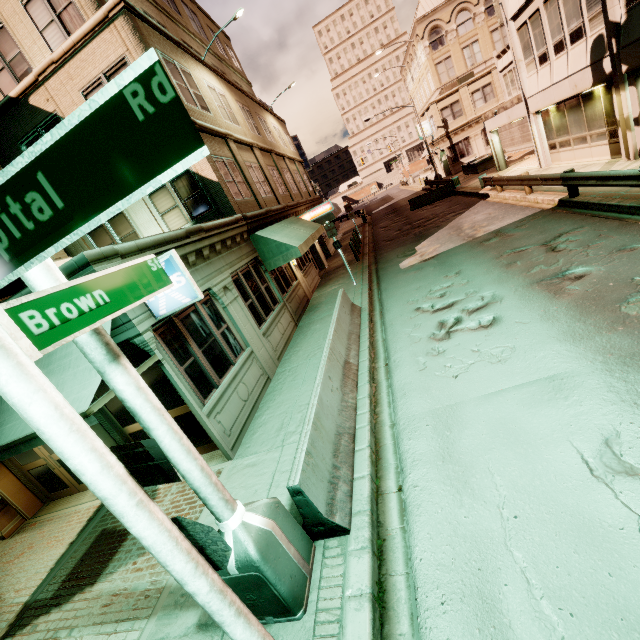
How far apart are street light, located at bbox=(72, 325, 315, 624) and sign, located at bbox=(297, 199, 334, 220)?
17.7 meters

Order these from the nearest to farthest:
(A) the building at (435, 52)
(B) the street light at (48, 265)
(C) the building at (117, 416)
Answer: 1. (B) the street light at (48, 265)
2. (C) the building at (117, 416)
3. (A) the building at (435, 52)

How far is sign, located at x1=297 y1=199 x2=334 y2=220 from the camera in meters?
19.2

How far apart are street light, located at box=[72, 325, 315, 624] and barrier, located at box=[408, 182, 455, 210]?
27.3m

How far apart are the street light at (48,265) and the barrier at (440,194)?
27.3m

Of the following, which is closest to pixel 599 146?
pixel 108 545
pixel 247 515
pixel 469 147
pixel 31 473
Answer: pixel 247 515

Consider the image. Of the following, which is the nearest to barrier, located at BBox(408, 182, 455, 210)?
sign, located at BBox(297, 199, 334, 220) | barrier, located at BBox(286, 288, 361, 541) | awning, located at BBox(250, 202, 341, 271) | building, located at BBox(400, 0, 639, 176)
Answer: building, located at BBox(400, 0, 639, 176)

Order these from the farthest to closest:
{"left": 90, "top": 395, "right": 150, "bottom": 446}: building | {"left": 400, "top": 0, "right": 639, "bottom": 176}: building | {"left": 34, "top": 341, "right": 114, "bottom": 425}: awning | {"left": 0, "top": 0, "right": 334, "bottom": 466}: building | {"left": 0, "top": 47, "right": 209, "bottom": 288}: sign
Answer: {"left": 400, "top": 0, "right": 639, "bottom": 176}: building < {"left": 90, "top": 395, "right": 150, "bottom": 446}: building < {"left": 0, "top": 0, "right": 334, "bottom": 466}: building < {"left": 34, "top": 341, "right": 114, "bottom": 425}: awning < {"left": 0, "top": 47, "right": 209, "bottom": 288}: sign
